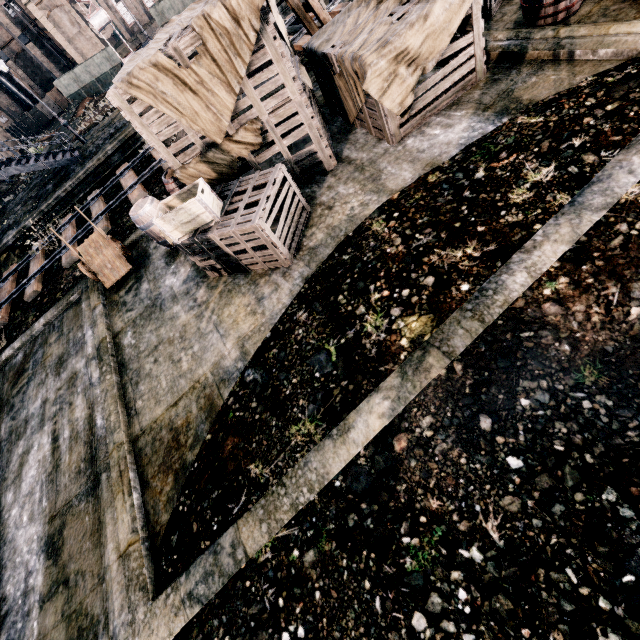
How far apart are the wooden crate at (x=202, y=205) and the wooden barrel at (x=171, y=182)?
1.8 meters

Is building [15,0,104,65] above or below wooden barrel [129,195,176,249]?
above

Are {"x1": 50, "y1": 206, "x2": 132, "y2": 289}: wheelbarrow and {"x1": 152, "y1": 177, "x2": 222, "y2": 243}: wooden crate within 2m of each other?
no

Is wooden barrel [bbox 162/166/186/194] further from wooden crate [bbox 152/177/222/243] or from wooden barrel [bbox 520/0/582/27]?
wooden barrel [bbox 520/0/582/27]

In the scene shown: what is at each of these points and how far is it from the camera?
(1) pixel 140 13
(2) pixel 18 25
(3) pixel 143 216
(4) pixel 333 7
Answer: (1) building, 55.4m
(2) building, 52.2m
(3) wooden barrel, 8.4m
(4) railway, 14.2m

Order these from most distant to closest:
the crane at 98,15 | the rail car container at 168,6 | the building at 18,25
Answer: the building at 18,25, the crane at 98,15, the rail car container at 168,6

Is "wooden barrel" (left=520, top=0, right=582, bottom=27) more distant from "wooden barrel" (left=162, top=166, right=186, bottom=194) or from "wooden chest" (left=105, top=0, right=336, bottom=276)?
"wooden barrel" (left=162, top=166, right=186, bottom=194)

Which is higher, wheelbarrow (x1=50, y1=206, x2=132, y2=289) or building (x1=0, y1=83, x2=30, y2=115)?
building (x1=0, y1=83, x2=30, y2=115)
